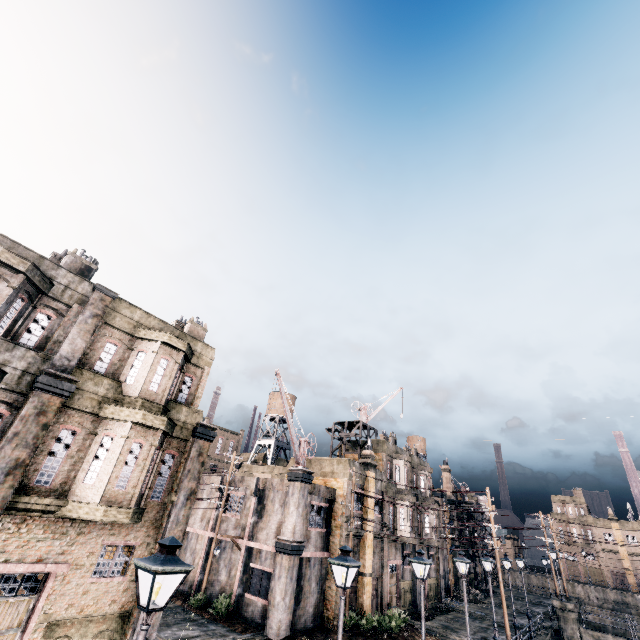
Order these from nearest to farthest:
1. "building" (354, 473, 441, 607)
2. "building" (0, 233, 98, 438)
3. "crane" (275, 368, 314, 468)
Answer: "building" (0, 233, 98, 438) < "crane" (275, 368, 314, 468) < "building" (354, 473, 441, 607)

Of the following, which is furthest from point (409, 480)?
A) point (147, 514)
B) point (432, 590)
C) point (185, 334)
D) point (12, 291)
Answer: point (12, 291)

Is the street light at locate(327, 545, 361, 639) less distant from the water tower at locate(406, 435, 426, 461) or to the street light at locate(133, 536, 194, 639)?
the street light at locate(133, 536, 194, 639)

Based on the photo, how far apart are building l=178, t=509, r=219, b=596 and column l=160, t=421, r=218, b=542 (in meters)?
13.38

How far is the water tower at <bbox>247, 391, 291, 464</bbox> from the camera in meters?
46.4

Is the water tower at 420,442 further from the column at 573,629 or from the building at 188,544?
the building at 188,544

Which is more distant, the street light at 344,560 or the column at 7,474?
the column at 7,474

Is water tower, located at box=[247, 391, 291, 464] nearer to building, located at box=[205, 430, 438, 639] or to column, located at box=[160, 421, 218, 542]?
building, located at box=[205, 430, 438, 639]
